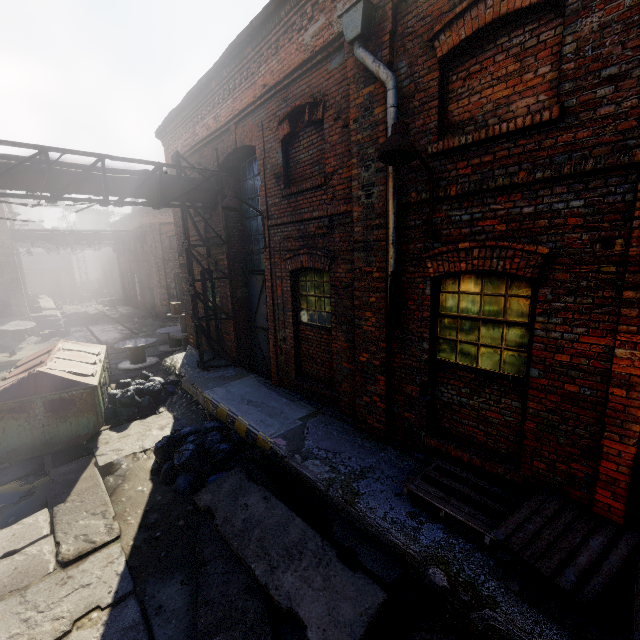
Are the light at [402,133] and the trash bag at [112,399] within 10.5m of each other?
yes

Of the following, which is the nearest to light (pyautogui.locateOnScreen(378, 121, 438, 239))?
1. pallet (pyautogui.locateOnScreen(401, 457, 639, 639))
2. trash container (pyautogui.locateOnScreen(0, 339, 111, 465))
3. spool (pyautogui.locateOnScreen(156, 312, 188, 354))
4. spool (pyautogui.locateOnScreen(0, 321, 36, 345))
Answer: pallet (pyautogui.locateOnScreen(401, 457, 639, 639))

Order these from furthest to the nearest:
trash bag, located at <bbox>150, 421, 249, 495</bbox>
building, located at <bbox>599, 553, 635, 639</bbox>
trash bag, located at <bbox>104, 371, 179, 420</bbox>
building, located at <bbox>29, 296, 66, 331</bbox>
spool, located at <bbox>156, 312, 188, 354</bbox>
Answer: building, located at <bbox>29, 296, 66, 331</bbox> → spool, located at <bbox>156, 312, 188, 354</bbox> → trash bag, located at <bbox>104, 371, 179, 420</bbox> → trash bag, located at <bbox>150, 421, 249, 495</bbox> → building, located at <bbox>599, 553, 635, 639</bbox>

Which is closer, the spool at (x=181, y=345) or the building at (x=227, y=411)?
the building at (x=227, y=411)

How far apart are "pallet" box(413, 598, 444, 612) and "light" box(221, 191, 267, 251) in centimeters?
651cm

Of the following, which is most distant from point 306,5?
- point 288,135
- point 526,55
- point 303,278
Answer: point 303,278

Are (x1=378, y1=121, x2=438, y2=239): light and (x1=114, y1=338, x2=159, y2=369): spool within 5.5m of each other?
no

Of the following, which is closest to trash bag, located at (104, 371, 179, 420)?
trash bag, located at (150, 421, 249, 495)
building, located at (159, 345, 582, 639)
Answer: building, located at (159, 345, 582, 639)
